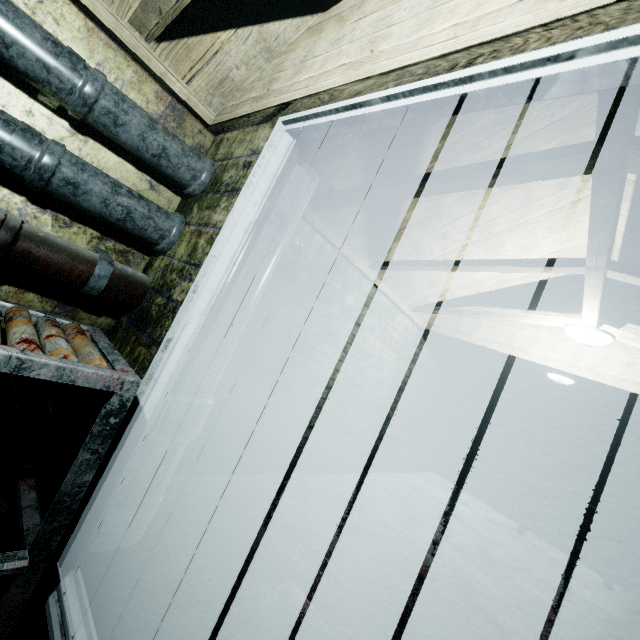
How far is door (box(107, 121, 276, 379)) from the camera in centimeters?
135cm

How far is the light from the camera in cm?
254

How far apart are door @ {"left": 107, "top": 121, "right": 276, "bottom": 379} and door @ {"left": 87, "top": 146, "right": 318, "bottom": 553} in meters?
0.1 m

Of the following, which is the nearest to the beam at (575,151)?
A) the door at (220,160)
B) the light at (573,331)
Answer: the light at (573,331)

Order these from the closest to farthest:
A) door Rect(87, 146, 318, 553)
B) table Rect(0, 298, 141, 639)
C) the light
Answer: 1. table Rect(0, 298, 141, 639)
2. door Rect(87, 146, 318, 553)
3. the light

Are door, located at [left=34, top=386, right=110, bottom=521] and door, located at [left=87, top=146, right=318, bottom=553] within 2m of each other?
yes

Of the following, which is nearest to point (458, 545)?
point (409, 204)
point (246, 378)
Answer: point (246, 378)

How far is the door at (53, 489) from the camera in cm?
140
